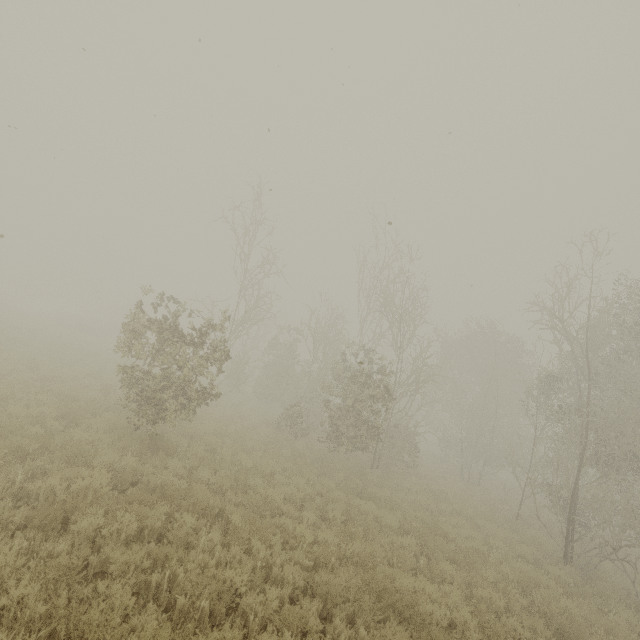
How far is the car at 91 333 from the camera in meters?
31.9 m

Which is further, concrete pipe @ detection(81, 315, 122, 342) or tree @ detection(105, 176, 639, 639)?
concrete pipe @ detection(81, 315, 122, 342)

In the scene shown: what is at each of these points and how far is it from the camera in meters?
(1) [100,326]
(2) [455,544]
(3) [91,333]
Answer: (1) concrete pipe, 40.6 m
(2) tree, 10.2 m
(3) car, 35.0 m

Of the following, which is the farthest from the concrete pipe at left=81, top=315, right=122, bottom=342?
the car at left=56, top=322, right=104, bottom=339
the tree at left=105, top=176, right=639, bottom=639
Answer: the tree at left=105, top=176, right=639, bottom=639

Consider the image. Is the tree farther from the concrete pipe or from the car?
the concrete pipe

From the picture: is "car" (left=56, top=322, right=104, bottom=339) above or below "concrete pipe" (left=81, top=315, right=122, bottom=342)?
below

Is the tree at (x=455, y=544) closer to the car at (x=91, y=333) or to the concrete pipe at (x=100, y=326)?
the car at (x=91, y=333)

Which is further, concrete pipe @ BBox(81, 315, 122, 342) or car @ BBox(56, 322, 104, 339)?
concrete pipe @ BBox(81, 315, 122, 342)
